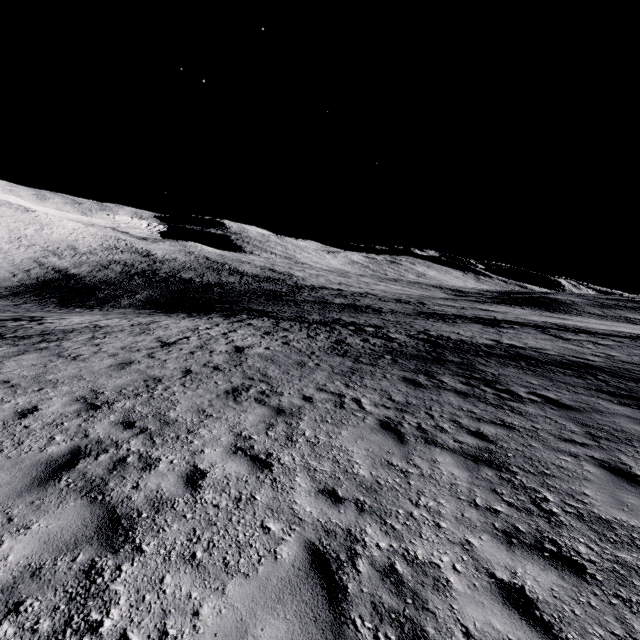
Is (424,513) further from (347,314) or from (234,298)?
(234,298)
